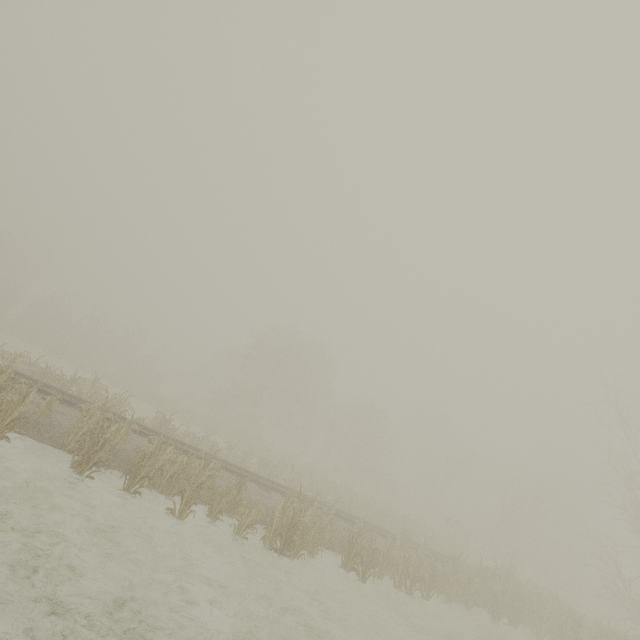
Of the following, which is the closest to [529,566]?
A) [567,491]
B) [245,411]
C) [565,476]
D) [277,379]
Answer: [567,491]
